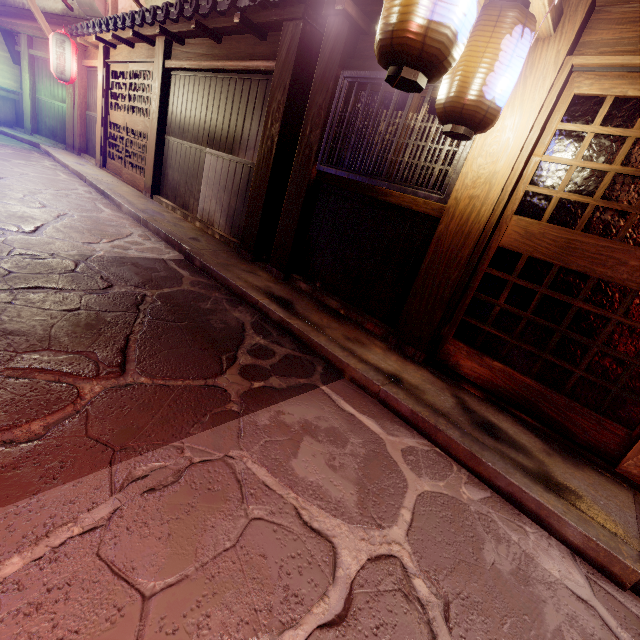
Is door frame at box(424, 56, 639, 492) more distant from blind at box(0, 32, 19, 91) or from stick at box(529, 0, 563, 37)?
blind at box(0, 32, 19, 91)

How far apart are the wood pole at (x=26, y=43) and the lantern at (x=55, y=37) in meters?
8.2

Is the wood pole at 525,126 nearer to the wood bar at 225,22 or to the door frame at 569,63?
the door frame at 569,63

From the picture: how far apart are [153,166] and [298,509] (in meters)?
14.97

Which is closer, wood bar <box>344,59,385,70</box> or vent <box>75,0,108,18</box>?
wood bar <box>344,59,385,70</box>

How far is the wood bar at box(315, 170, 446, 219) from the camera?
6.1m

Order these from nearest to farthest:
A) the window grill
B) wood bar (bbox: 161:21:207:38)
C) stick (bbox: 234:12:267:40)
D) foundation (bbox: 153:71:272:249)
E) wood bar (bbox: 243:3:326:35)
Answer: the window grill, wood bar (bbox: 243:3:326:35), stick (bbox: 234:12:267:40), foundation (bbox: 153:71:272:249), wood bar (bbox: 161:21:207:38)

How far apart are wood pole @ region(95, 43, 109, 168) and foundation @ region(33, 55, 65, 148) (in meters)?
5.91
